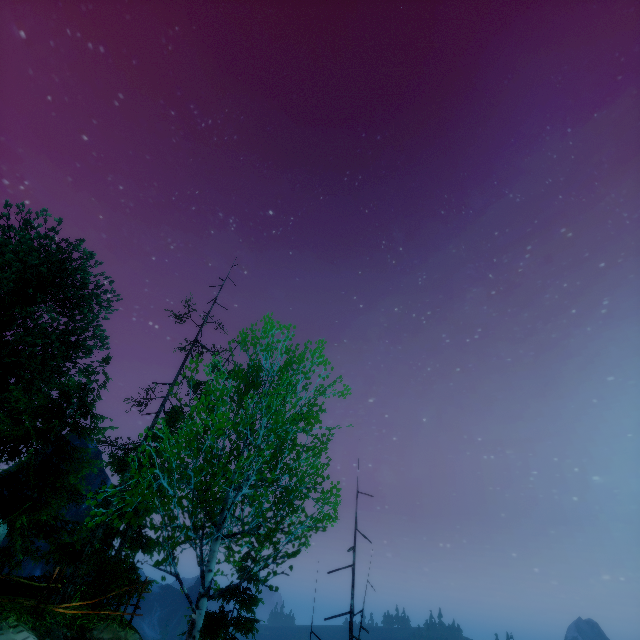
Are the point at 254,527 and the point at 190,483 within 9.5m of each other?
yes
